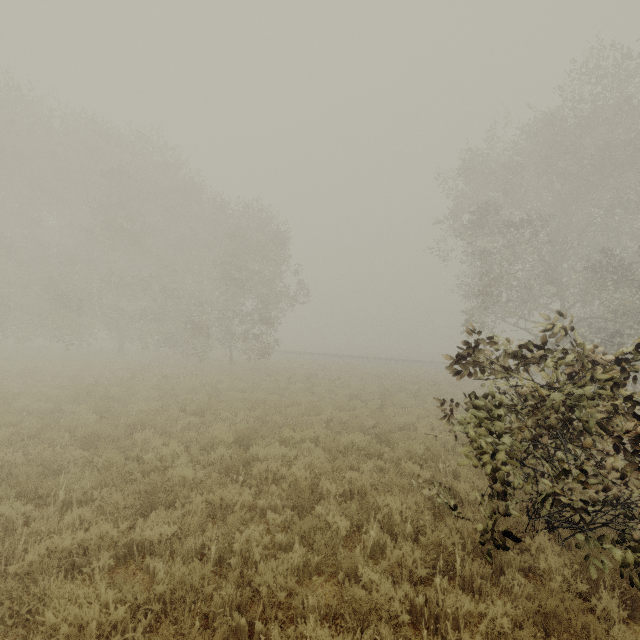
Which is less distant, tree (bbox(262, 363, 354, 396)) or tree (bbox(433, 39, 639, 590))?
tree (bbox(433, 39, 639, 590))

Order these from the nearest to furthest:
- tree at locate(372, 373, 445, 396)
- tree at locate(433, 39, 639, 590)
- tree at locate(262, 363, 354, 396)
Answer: tree at locate(433, 39, 639, 590), tree at locate(262, 363, 354, 396), tree at locate(372, 373, 445, 396)

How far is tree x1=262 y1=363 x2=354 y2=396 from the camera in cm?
1585

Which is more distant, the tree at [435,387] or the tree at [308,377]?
the tree at [435,387]

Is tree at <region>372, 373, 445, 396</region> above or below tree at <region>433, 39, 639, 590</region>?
below

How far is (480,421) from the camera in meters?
4.4
